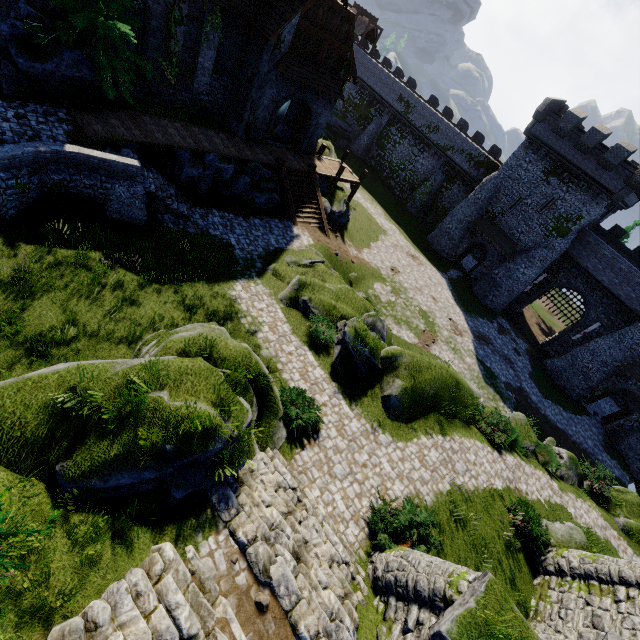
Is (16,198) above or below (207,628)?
below

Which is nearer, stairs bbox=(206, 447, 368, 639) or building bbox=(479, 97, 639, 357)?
stairs bbox=(206, 447, 368, 639)

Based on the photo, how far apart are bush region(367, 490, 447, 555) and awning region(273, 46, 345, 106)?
22.68m

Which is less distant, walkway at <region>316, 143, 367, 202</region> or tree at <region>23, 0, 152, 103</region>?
tree at <region>23, 0, 152, 103</region>

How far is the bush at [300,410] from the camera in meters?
11.5 m

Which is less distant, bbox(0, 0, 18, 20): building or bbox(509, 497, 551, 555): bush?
bbox(509, 497, 551, 555): bush

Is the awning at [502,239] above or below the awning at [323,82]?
below

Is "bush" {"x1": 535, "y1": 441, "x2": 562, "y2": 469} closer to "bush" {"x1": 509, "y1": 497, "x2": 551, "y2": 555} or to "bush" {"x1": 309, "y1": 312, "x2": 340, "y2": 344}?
"bush" {"x1": 509, "y1": 497, "x2": 551, "y2": 555}
